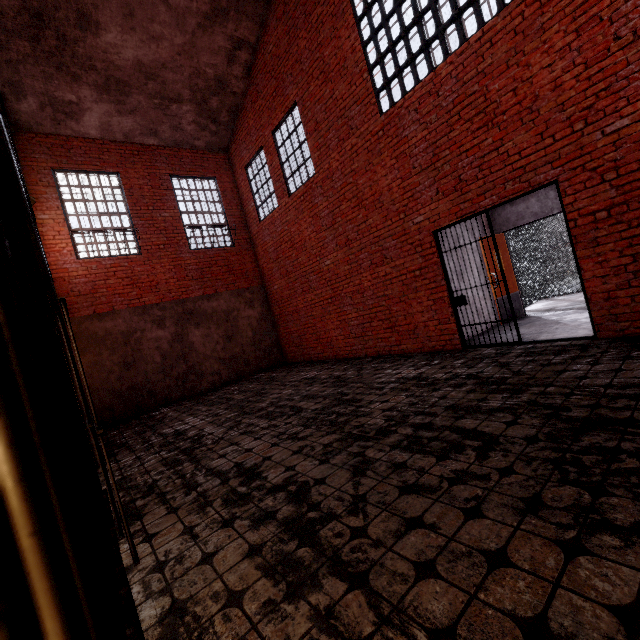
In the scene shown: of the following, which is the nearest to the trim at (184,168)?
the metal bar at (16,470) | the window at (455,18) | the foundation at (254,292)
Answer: the foundation at (254,292)

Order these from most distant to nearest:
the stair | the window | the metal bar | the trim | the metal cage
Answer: the metal cage, the trim, the stair, the window, the metal bar

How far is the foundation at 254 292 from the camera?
8.5m

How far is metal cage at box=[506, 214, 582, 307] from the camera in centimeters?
976cm

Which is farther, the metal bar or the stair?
the stair

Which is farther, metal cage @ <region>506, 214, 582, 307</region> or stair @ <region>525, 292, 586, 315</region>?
metal cage @ <region>506, 214, 582, 307</region>

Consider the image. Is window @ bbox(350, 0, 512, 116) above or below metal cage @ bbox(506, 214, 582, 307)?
above

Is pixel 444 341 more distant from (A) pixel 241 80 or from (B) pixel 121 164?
(B) pixel 121 164
